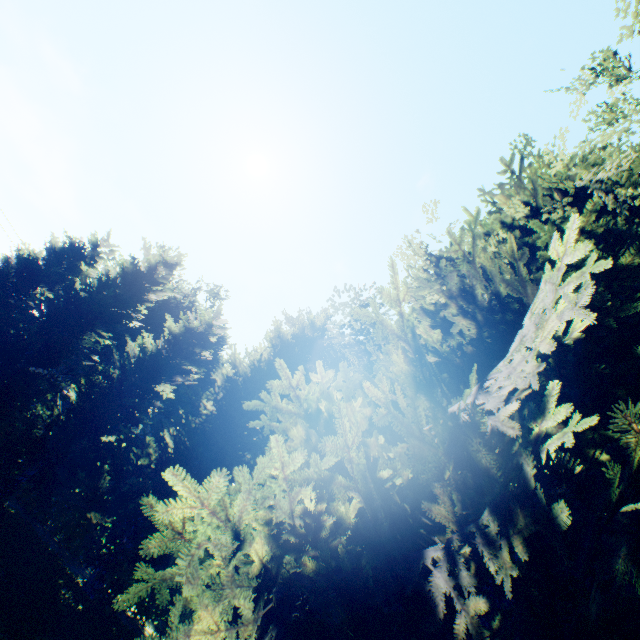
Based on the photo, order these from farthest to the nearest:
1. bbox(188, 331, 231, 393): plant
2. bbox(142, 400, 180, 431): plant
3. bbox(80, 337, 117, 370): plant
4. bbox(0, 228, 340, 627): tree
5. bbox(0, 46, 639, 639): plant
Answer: bbox(188, 331, 231, 393): plant < bbox(142, 400, 180, 431): plant < bbox(80, 337, 117, 370): plant < bbox(0, 228, 340, 627): tree < bbox(0, 46, 639, 639): plant

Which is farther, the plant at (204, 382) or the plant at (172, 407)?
the plant at (204, 382)

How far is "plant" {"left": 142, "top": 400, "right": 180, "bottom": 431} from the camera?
38.3 meters

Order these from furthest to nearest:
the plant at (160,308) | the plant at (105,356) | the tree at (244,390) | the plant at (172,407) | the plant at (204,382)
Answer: the plant at (204,382) → the plant at (172,407) → the plant at (160,308) → the plant at (105,356) → the tree at (244,390)

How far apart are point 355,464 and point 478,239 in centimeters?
589cm
